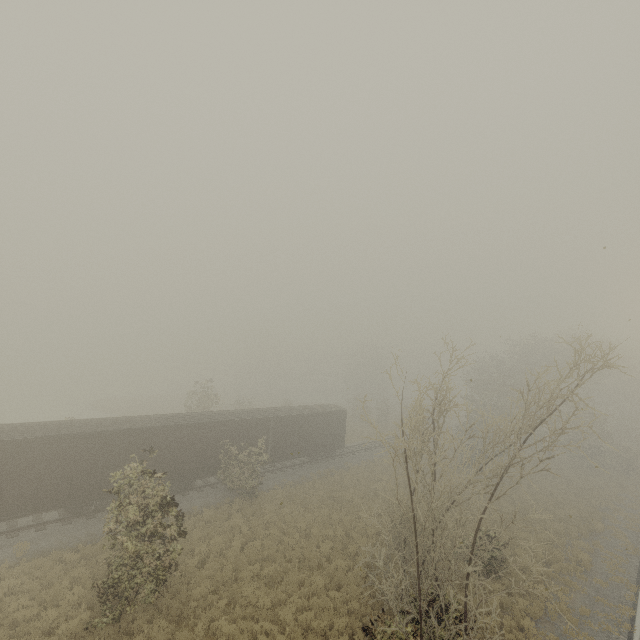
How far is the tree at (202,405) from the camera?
34.0 meters

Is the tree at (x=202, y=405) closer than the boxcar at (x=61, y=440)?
No

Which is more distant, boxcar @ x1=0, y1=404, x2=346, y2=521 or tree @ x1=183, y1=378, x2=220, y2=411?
tree @ x1=183, y1=378, x2=220, y2=411

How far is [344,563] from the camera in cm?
1555

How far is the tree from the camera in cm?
3400
